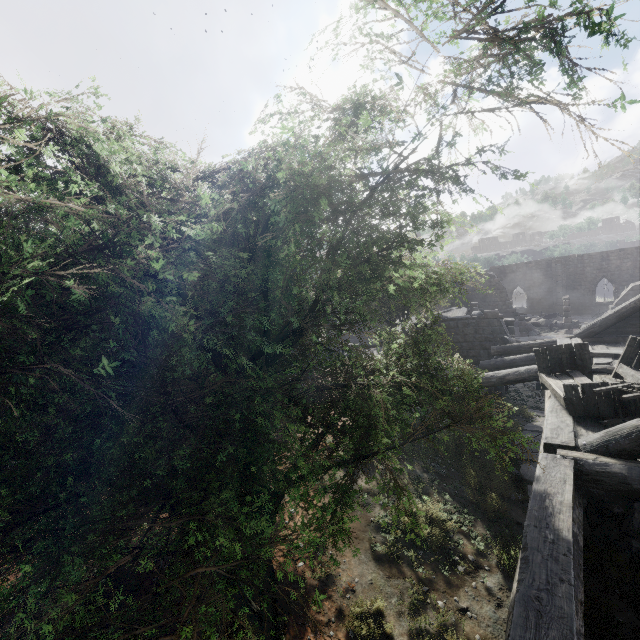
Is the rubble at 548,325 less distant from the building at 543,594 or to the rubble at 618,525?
the building at 543,594

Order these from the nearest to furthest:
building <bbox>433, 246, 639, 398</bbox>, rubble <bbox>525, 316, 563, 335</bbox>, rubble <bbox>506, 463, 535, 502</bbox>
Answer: rubble <bbox>506, 463, 535, 502</bbox> → building <bbox>433, 246, 639, 398</bbox> → rubble <bbox>525, 316, 563, 335</bbox>

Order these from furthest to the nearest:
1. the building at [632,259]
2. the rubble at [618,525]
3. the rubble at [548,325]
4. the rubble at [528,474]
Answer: the rubble at [548,325] < the building at [632,259] < the rubble at [528,474] < the rubble at [618,525]

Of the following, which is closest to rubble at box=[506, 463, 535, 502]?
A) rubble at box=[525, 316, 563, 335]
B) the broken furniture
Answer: the broken furniture

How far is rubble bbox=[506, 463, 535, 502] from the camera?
8.01m

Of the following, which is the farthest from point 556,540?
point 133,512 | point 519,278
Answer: point 519,278

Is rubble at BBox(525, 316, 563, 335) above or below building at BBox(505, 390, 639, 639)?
below

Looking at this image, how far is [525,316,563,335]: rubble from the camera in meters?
30.3
